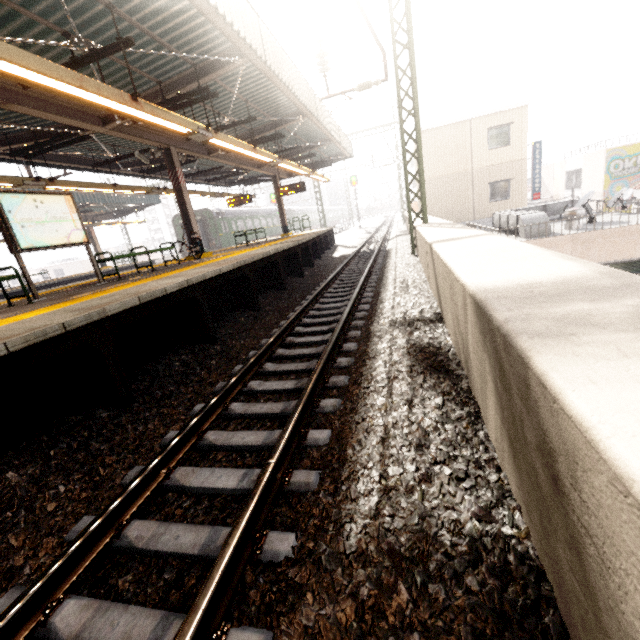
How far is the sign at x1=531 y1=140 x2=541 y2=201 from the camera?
18.62m

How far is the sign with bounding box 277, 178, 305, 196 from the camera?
17.2m

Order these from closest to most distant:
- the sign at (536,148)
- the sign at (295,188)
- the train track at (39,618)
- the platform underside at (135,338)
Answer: the train track at (39,618), the platform underside at (135,338), the sign at (295,188), the sign at (536,148)

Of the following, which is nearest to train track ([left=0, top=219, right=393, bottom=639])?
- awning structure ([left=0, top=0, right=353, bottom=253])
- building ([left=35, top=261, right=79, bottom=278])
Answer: awning structure ([left=0, top=0, right=353, bottom=253])

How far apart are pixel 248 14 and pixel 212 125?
5.2 meters

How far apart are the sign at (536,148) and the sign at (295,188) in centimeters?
1360cm

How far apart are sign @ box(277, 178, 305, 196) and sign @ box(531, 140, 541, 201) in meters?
13.6 m

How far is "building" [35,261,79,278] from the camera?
57.97m
